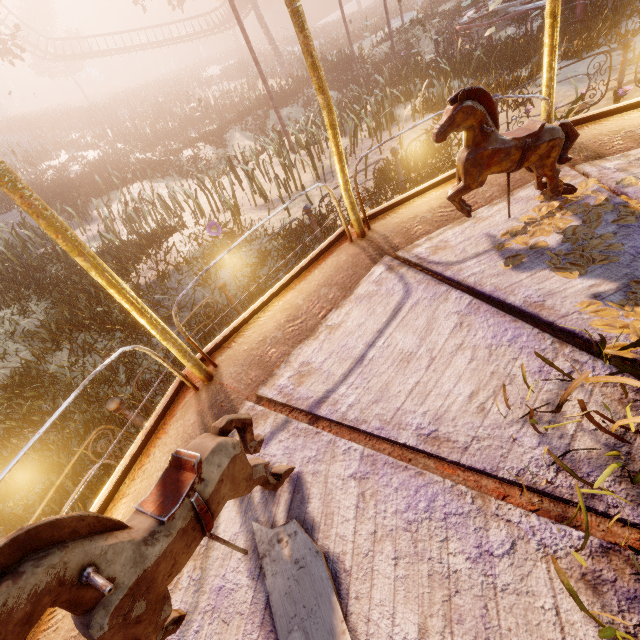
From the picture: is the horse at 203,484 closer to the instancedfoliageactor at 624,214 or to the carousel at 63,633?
the carousel at 63,633

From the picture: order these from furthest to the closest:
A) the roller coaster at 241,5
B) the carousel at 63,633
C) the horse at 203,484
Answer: the roller coaster at 241,5, the carousel at 63,633, the horse at 203,484

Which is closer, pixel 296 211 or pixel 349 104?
pixel 296 211

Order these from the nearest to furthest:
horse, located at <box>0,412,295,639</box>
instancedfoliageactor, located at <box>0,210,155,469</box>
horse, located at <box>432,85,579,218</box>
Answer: horse, located at <box>0,412,295,639</box>, horse, located at <box>432,85,579,218</box>, instancedfoliageactor, located at <box>0,210,155,469</box>

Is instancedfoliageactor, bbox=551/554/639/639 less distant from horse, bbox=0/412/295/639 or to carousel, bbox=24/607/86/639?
carousel, bbox=24/607/86/639

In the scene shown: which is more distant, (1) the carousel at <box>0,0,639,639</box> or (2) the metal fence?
(2) the metal fence

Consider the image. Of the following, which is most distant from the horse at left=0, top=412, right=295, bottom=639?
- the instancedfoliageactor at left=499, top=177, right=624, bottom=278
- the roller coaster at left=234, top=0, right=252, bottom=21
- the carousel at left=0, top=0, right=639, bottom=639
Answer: the roller coaster at left=234, top=0, right=252, bottom=21

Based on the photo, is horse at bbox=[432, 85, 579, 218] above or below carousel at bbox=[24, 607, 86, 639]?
above
